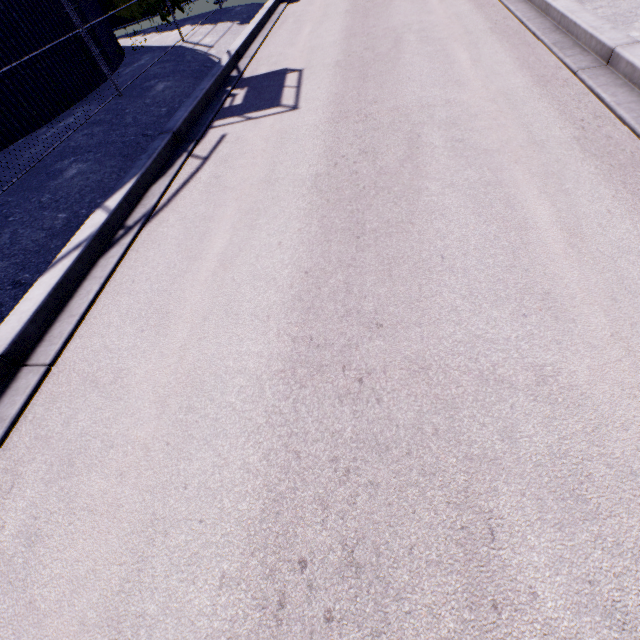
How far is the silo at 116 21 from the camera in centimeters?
1033cm

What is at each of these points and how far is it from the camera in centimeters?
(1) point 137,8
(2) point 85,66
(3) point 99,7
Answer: (1) tree, 1622cm
(2) silo, 1012cm
(3) silo, 1220cm

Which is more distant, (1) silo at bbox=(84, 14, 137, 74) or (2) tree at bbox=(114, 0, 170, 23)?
(2) tree at bbox=(114, 0, 170, 23)

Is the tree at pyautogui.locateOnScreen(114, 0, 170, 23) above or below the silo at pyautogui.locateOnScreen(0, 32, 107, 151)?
above

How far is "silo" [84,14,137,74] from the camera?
10.3m

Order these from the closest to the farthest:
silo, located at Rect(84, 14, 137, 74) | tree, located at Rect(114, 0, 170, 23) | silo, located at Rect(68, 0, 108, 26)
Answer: silo, located at Rect(68, 0, 108, 26)
silo, located at Rect(84, 14, 137, 74)
tree, located at Rect(114, 0, 170, 23)

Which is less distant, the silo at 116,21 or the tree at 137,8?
the silo at 116,21
